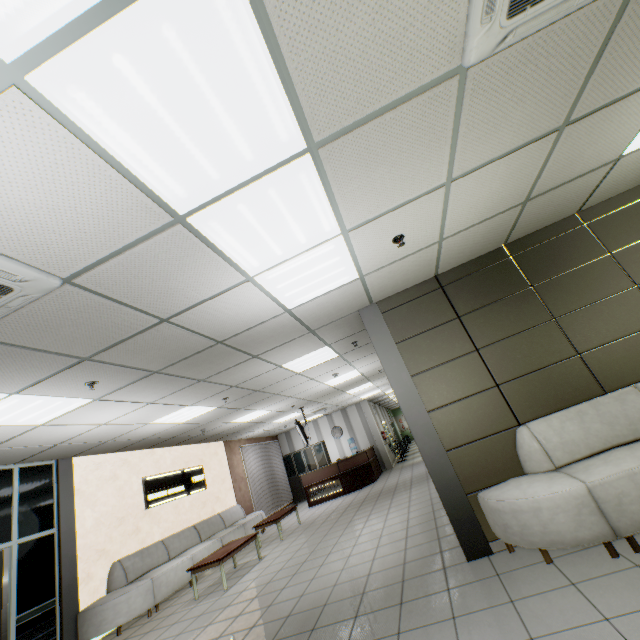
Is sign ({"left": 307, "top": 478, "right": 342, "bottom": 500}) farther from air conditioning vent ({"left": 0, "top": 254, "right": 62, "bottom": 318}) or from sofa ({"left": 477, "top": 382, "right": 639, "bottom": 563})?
air conditioning vent ({"left": 0, "top": 254, "right": 62, "bottom": 318})

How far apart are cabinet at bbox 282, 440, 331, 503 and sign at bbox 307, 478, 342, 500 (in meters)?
2.81

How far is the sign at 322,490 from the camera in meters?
12.1

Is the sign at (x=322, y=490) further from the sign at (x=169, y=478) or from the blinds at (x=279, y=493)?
the sign at (x=169, y=478)

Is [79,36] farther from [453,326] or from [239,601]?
[239,601]

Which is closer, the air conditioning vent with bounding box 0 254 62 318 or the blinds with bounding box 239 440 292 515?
the air conditioning vent with bounding box 0 254 62 318

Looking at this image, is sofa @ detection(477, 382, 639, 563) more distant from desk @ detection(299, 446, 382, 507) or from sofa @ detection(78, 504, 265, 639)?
desk @ detection(299, 446, 382, 507)

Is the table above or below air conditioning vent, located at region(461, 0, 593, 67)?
below
